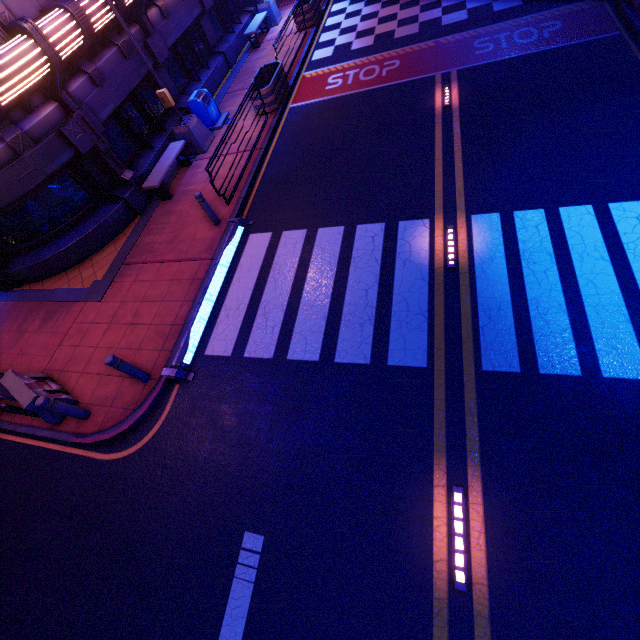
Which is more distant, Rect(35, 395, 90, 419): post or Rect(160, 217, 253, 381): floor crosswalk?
Rect(160, 217, 253, 381): floor crosswalk

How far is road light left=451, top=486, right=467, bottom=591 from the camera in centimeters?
418cm

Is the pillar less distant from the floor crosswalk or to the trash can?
the floor crosswalk

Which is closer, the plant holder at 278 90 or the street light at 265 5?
the plant holder at 278 90

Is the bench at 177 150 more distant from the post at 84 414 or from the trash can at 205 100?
the post at 84 414

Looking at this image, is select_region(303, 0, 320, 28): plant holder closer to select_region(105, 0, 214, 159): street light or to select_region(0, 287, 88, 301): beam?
select_region(105, 0, 214, 159): street light

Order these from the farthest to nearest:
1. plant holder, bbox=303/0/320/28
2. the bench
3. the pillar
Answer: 1. plant holder, bbox=303/0/320/28
2. the bench
3. the pillar

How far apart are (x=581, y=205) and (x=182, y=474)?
9.62m
